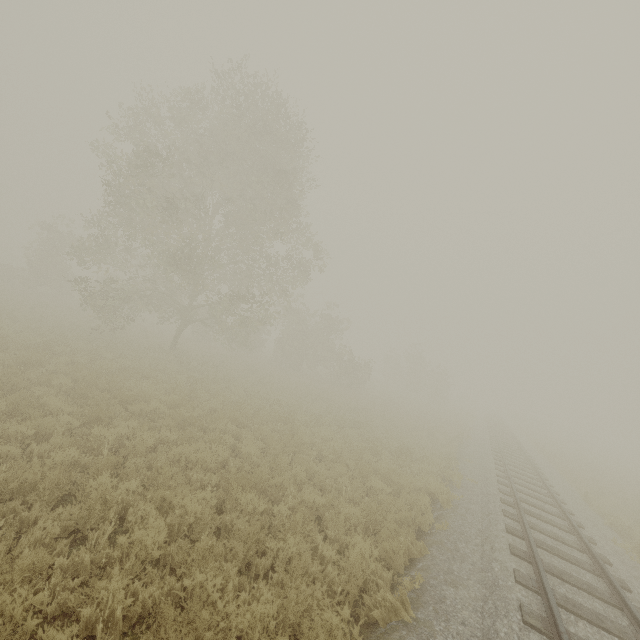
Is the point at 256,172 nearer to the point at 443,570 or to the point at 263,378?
the point at 263,378
